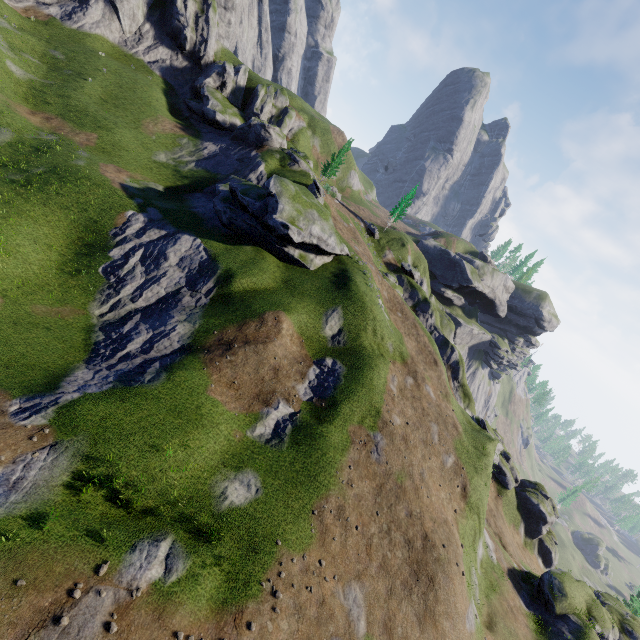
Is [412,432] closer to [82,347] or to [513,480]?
[82,347]
